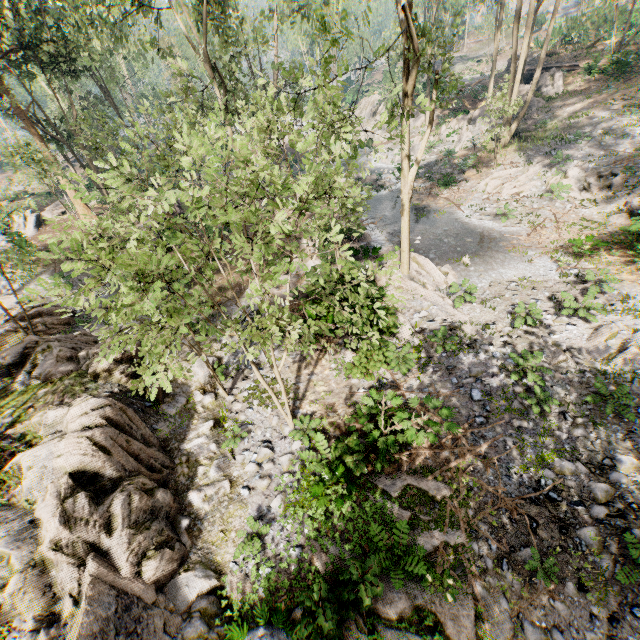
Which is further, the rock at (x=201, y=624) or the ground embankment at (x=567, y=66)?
the ground embankment at (x=567, y=66)

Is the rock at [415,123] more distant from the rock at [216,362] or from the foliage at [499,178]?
the rock at [216,362]

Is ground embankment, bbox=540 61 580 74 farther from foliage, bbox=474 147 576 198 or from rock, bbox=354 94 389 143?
rock, bbox=354 94 389 143

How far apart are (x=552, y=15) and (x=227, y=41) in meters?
22.2

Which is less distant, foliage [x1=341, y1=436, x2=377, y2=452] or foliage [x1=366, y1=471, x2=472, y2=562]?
foliage [x1=366, y1=471, x2=472, y2=562]

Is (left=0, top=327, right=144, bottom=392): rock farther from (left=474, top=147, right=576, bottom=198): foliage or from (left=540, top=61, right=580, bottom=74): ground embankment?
(left=540, top=61, right=580, bottom=74): ground embankment

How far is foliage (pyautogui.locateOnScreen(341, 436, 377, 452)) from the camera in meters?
9.0

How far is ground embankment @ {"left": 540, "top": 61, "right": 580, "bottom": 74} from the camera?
29.91m
